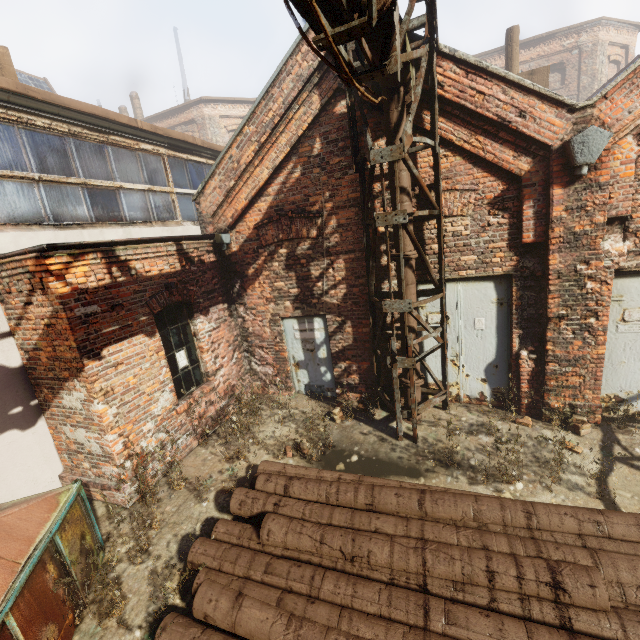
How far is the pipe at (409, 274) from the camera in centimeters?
527cm

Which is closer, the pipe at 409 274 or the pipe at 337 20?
the pipe at 337 20

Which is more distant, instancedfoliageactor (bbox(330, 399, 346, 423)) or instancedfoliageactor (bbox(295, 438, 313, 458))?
instancedfoliageactor (bbox(330, 399, 346, 423))

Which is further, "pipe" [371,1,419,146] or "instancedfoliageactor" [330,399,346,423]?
"instancedfoliageactor" [330,399,346,423]

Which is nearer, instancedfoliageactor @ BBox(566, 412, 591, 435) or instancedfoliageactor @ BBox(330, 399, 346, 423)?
instancedfoliageactor @ BBox(566, 412, 591, 435)

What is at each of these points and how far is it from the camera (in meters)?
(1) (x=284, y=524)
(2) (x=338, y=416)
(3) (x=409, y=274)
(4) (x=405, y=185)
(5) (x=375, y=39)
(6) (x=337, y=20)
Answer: (1) pipe, 3.70
(2) instancedfoliageactor, 6.48
(3) pipe, 5.40
(4) pipe, 5.06
(5) pipe, 3.42
(6) pipe, 2.91

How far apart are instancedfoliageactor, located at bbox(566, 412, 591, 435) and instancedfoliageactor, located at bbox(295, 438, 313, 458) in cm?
416

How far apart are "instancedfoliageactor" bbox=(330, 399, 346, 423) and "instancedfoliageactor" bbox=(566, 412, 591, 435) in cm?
359
